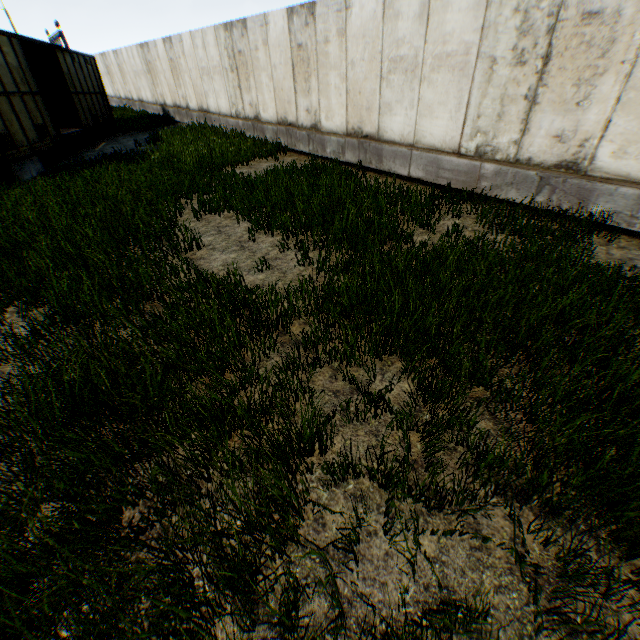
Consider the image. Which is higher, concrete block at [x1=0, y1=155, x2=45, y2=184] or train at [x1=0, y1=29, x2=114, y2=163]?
train at [x1=0, y1=29, x2=114, y2=163]

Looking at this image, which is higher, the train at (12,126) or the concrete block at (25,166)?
the train at (12,126)

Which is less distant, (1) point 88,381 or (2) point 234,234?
(1) point 88,381
